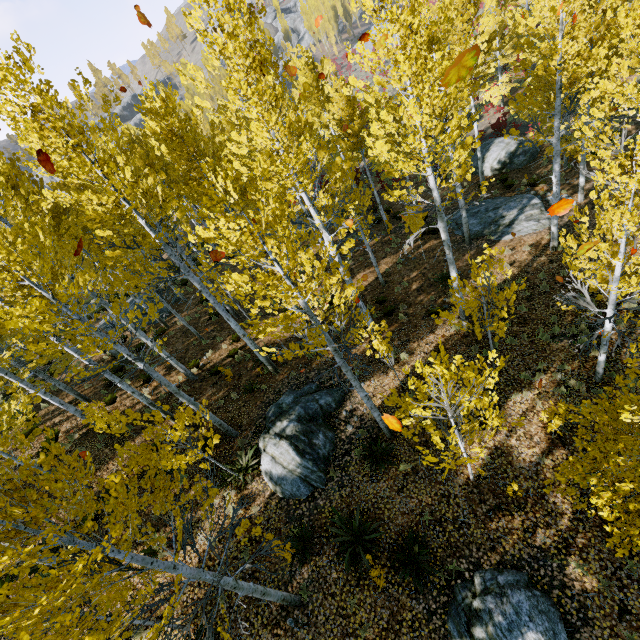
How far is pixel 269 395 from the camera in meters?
12.1

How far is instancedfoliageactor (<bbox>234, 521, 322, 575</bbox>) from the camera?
5.4m

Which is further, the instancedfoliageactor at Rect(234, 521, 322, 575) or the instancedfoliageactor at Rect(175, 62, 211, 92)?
the instancedfoliageactor at Rect(175, 62, 211, 92)

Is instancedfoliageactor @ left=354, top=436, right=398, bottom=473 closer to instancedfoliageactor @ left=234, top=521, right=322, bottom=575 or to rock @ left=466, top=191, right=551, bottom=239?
instancedfoliageactor @ left=234, top=521, right=322, bottom=575

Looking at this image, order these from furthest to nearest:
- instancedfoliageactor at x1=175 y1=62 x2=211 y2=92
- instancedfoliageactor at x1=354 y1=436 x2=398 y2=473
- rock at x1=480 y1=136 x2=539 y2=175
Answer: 1. rock at x1=480 y1=136 x2=539 y2=175
2. instancedfoliageactor at x1=354 y1=436 x2=398 y2=473
3. instancedfoliageactor at x1=175 y1=62 x2=211 y2=92

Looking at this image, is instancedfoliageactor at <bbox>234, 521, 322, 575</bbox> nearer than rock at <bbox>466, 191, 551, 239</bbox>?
Yes

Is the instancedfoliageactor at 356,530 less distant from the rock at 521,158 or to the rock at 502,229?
the rock at 502,229

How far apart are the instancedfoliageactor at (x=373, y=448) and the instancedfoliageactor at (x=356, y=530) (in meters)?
1.36
